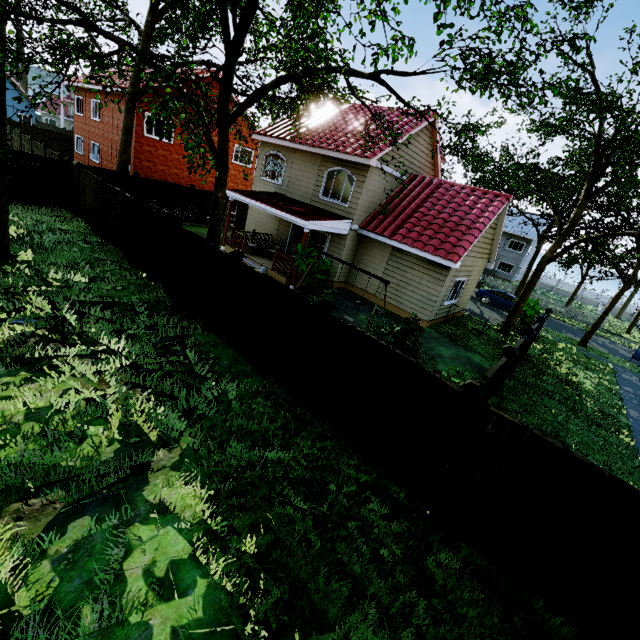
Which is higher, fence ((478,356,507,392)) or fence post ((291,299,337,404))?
fence post ((291,299,337,404))

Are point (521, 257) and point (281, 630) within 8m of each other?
no

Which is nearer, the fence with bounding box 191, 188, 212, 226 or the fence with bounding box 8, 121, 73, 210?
the fence with bounding box 8, 121, 73, 210

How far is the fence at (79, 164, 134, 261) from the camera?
12.12m

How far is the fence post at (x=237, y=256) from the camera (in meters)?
7.98

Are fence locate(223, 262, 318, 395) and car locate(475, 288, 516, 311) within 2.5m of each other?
no

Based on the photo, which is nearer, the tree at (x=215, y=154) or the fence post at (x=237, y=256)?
the tree at (x=215, y=154)

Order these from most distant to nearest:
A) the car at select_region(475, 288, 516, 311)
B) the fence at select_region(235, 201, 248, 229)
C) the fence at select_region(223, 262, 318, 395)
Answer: the car at select_region(475, 288, 516, 311) → the fence at select_region(235, 201, 248, 229) → the fence at select_region(223, 262, 318, 395)
